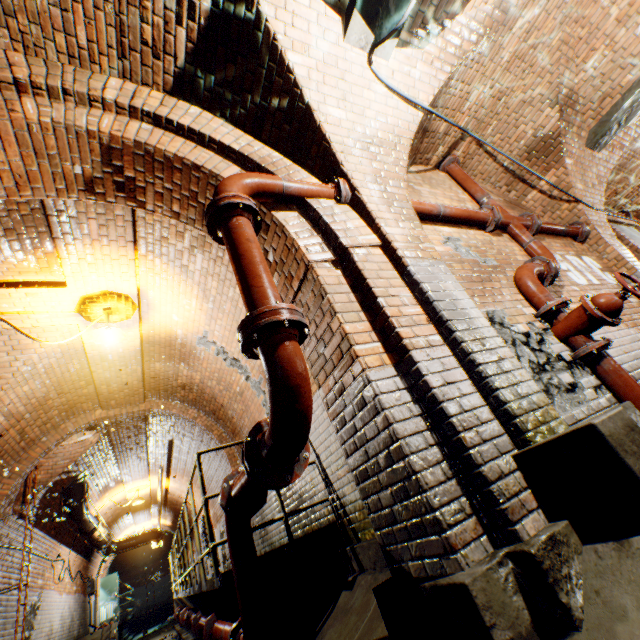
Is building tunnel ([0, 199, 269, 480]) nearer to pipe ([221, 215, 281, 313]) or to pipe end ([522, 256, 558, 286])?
pipe ([221, 215, 281, 313])

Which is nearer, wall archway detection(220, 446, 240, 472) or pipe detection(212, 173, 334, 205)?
pipe detection(212, 173, 334, 205)

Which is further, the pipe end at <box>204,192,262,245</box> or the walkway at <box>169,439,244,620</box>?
the walkway at <box>169,439,244,620</box>

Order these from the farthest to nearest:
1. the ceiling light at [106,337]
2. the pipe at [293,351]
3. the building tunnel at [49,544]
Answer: the building tunnel at [49,544], the ceiling light at [106,337], the pipe at [293,351]

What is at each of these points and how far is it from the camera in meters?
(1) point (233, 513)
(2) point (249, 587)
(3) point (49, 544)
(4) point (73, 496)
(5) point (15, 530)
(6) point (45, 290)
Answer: (1) pipe end, 2.4 m
(2) pipe, 2.5 m
(3) building tunnel, 8.9 m
(4) pipe, 8.7 m
(5) building tunnel, 6.8 m
(6) building tunnel, 4.2 m

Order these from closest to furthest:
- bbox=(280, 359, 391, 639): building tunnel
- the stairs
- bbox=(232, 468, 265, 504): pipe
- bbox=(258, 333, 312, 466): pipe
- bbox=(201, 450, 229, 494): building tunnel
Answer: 1. bbox=(258, 333, 312, 466): pipe
2. bbox=(232, 468, 265, 504): pipe
3. bbox=(280, 359, 391, 639): building tunnel
4. bbox=(201, 450, 229, 494): building tunnel
5. the stairs

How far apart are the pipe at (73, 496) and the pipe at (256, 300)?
10.1 meters

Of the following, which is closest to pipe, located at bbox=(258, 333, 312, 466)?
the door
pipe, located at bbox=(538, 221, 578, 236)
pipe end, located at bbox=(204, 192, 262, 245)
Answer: pipe end, located at bbox=(204, 192, 262, 245)
